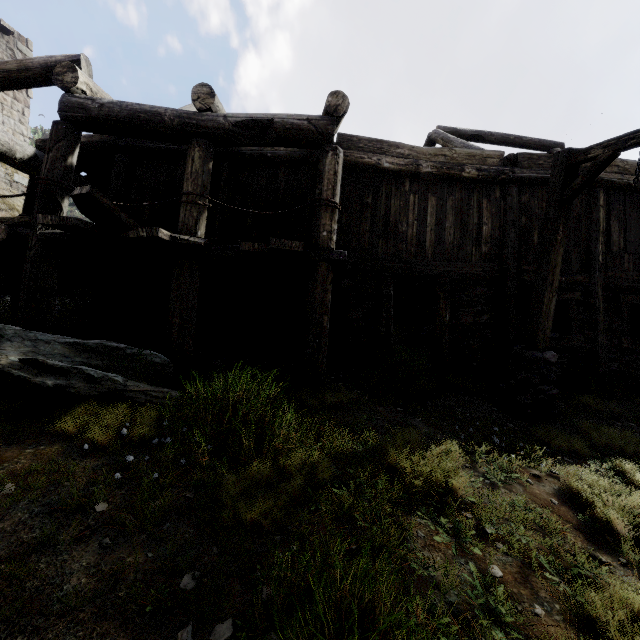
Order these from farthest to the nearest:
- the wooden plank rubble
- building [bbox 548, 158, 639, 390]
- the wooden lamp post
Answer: the wooden plank rubble
building [bbox 548, 158, 639, 390]
the wooden lamp post

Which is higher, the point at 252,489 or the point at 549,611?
the point at 252,489

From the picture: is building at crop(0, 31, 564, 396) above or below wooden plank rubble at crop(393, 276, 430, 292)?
below

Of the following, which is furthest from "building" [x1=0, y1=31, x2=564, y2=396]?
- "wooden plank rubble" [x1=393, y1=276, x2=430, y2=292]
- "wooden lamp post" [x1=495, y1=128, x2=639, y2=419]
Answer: "wooden lamp post" [x1=495, y1=128, x2=639, y2=419]

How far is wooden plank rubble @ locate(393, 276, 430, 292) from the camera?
12.61m

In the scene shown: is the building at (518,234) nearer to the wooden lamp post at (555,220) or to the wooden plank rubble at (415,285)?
the wooden plank rubble at (415,285)

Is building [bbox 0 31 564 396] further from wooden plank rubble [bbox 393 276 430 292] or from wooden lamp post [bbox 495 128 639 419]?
wooden lamp post [bbox 495 128 639 419]

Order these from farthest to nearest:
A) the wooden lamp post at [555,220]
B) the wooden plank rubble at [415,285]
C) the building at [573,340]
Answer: the wooden plank rubble at [415,285], the building at [573,340], the wooden lamp post at [555,220]
